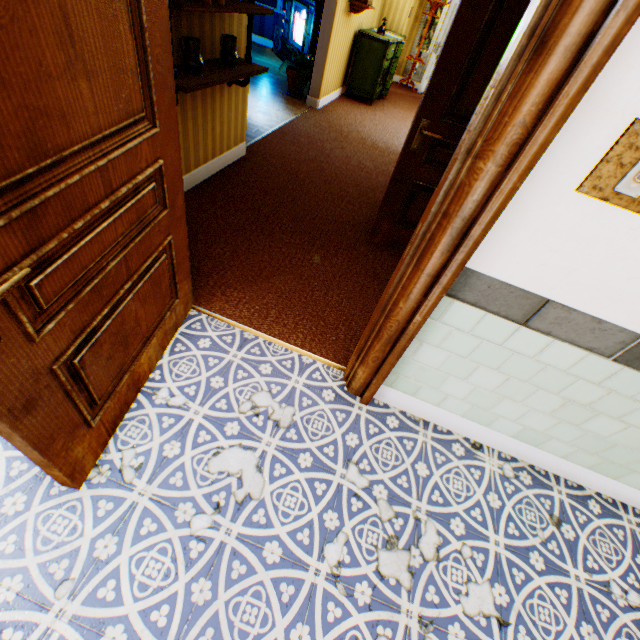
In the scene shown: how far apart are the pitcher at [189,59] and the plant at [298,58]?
4.4m

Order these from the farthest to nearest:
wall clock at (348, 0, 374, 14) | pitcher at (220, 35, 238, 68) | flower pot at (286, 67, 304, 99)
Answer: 1. flower pot at (286, 67, 304, 99)
2. wall clock at (348, 0, 374, 14)
3. pitcher at (220, 35, 238, 68)

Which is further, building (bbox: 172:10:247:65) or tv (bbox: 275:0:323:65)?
tv (bbox: 275:0:323:65)

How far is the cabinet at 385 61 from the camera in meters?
6.7 m

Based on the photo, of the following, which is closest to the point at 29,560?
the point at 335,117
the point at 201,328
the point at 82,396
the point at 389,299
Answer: the point at 82,396

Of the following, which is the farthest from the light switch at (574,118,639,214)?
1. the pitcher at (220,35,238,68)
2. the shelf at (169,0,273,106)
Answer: the pitcher at (220,35,238,68)

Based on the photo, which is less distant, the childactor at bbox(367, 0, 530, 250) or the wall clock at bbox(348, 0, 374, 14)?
the childactor at bbox(367, 0, 530, 250)

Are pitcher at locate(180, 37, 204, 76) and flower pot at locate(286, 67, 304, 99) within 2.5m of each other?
no
